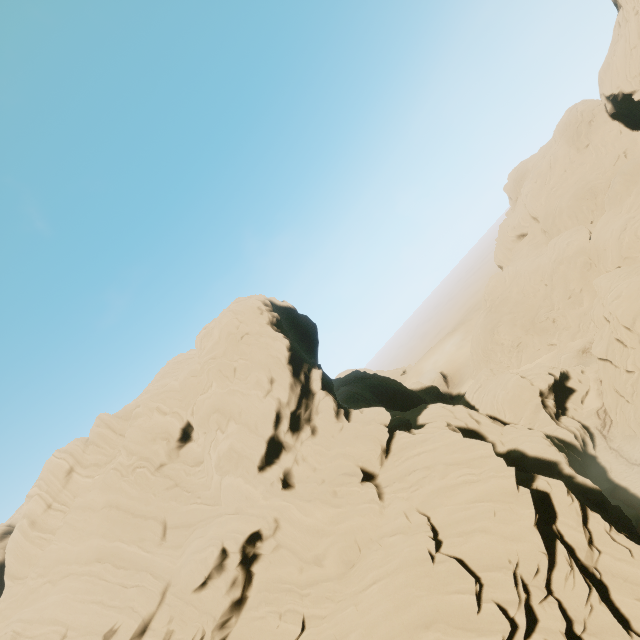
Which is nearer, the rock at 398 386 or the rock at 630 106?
the rock at 398 386

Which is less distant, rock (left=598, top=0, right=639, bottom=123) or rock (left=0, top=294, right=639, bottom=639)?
rock (left=0, top=294, right=639, bottom=639)

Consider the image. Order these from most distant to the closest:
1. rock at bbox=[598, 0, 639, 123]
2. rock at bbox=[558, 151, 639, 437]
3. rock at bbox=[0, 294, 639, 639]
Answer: rock at bbox=[598, 0, 639, 123]
rock at bbox=[558, 151, 639, 437]
rock at bbox=[0, 294, 639, 639]

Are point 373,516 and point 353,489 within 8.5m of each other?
yes

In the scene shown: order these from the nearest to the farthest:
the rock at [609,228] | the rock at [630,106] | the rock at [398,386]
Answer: the rock at [398,386]
the rock at [609,228]
the rock at [630,106]

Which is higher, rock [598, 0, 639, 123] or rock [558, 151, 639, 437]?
rock [598, 0, 639, 123]
